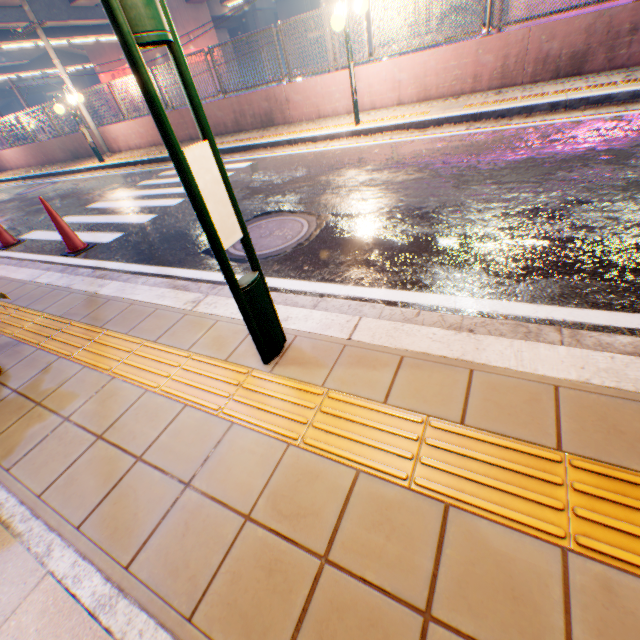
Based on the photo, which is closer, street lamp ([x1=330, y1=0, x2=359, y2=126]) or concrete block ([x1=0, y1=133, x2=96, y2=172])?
street lamp ([x1=330, y1=0, x2=359, y2=126])

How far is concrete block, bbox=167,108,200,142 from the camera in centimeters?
1116cm

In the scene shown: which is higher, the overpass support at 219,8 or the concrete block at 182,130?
the overpass support at 219,8

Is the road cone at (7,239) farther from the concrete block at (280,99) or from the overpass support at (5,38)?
the overpass support at (5,38)

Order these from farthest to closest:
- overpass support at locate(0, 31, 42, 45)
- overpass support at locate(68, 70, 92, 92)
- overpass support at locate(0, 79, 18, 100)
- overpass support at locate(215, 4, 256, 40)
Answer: overpass support at locate(68, 70, 92, 92) → overpass support at locate(0, 79, 18, 100) → overpass support at locate(215, 4, 256, 40) → overpass support at locate(0, 31, 42, 45)

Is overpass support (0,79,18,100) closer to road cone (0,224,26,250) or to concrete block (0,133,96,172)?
concrete block (0,133,96,172)

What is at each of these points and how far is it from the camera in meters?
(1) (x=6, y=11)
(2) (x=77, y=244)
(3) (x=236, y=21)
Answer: (1) overpass support, 19.9 m
(2) road cone, 4.9 m
(3) overpass support, 37.1 m

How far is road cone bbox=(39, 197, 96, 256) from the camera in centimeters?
465cm
